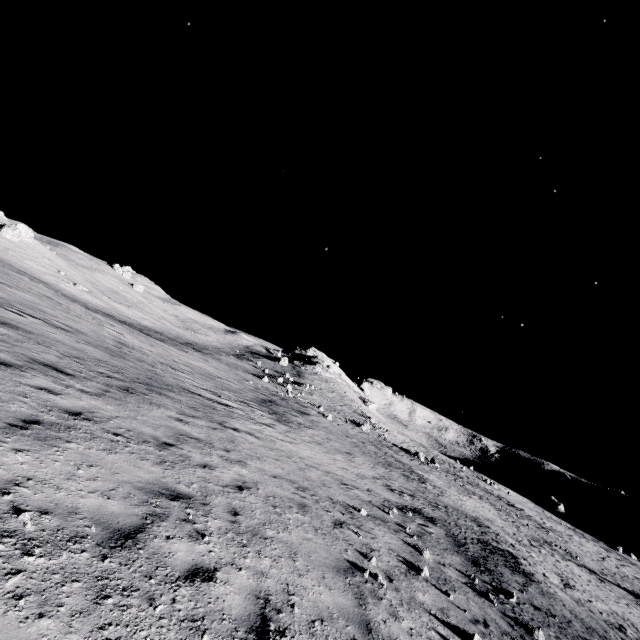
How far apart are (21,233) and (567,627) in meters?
76.6
